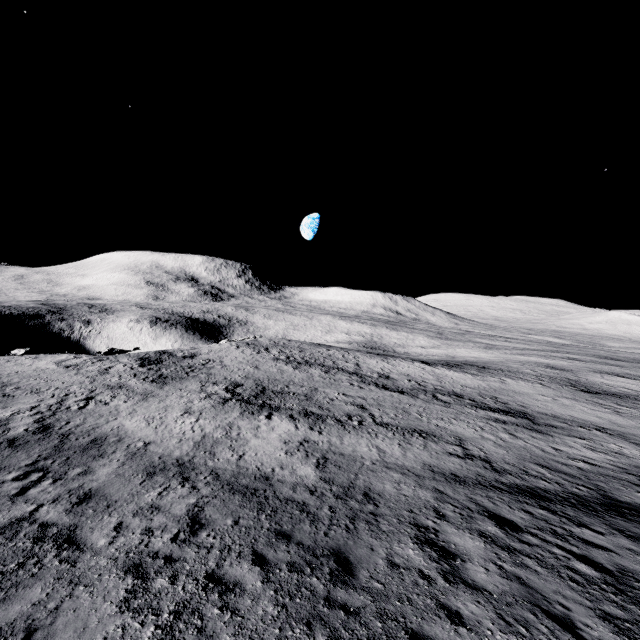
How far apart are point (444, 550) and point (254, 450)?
9.2m
